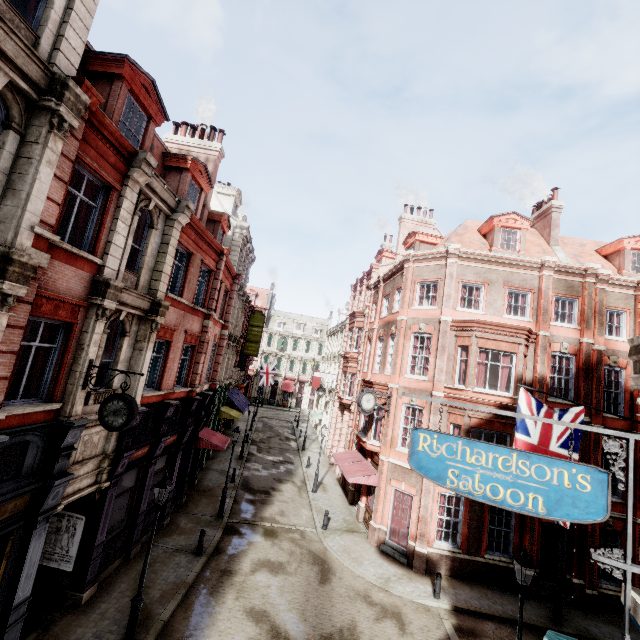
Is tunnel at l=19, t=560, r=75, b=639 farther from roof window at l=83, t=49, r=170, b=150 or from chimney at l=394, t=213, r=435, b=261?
chimney at l=394, t=213, r=435, b=261

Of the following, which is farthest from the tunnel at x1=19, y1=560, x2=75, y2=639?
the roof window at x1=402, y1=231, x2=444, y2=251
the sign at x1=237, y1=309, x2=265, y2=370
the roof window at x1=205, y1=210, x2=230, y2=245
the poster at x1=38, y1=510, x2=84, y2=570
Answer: the roof window at x1=402, y1=231, x2=444, y2=251

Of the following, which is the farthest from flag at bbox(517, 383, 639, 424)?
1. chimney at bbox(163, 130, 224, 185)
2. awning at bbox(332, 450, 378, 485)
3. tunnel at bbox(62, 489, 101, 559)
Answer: chimney at bbox(163, 130, 224, 185)

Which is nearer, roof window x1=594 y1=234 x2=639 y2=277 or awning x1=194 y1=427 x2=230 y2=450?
awning x1=194 y1=427 x2=230 y2=450

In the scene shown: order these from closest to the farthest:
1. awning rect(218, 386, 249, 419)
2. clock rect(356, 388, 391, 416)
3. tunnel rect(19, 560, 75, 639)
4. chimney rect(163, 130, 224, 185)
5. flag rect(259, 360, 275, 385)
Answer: tunnel rect(19, 560, 75, 639) → clock rect(356, 388, 391, 416) → chimney rect(163, 130, 224, 185) → awning rect(218, 386, 249, 419) → flag rect(259, 360, 275, 385)

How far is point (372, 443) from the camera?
18.8 meters

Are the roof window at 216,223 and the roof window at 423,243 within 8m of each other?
no

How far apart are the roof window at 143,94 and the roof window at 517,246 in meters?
18.0
